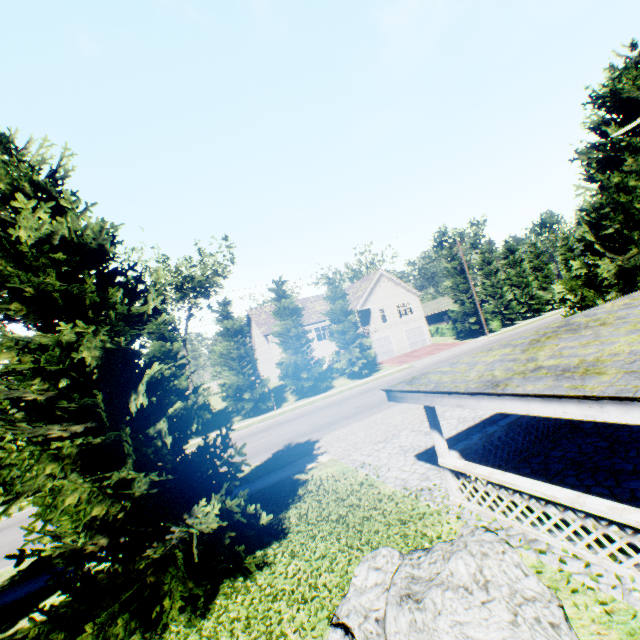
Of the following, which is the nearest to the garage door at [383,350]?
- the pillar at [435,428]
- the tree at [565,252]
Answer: the tree at [565,252]

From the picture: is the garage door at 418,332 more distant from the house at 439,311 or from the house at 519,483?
the house at 519,483

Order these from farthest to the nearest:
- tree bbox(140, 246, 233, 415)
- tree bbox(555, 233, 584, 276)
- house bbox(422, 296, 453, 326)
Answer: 1. house bbox(422, 296, 453, 326)
2. tree bbox(555, 233, 584, 276)
3. tree bbox(140, 246, 233, 415)

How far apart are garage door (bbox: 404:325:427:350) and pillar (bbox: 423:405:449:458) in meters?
34.7

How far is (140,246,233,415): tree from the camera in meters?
25.2 m

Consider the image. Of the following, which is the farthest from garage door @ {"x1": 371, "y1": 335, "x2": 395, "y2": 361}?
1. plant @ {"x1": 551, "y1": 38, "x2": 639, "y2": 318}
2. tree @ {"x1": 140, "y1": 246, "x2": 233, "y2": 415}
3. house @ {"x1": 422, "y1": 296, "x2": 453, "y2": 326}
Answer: plant @ {"x1": 551, "y1": 38, "x2": 639, "y2": 318}

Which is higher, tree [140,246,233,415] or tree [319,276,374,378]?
tree [140,246,233,415]

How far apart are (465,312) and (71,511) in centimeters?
4114cm
